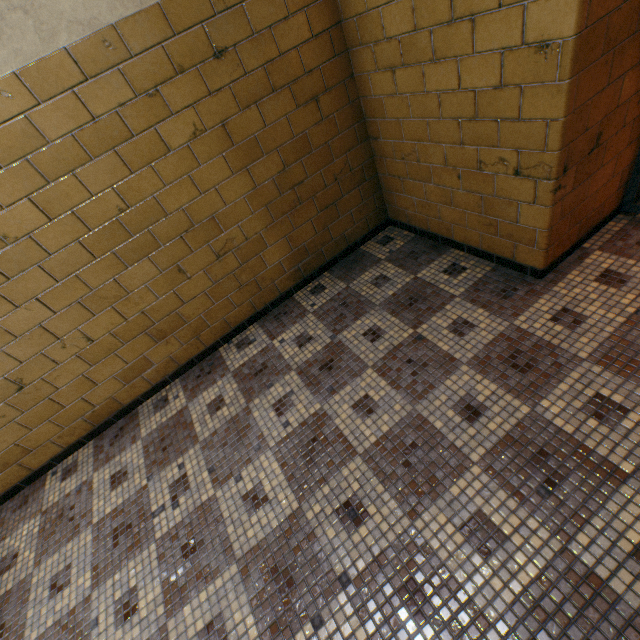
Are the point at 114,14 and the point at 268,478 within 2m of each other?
no
